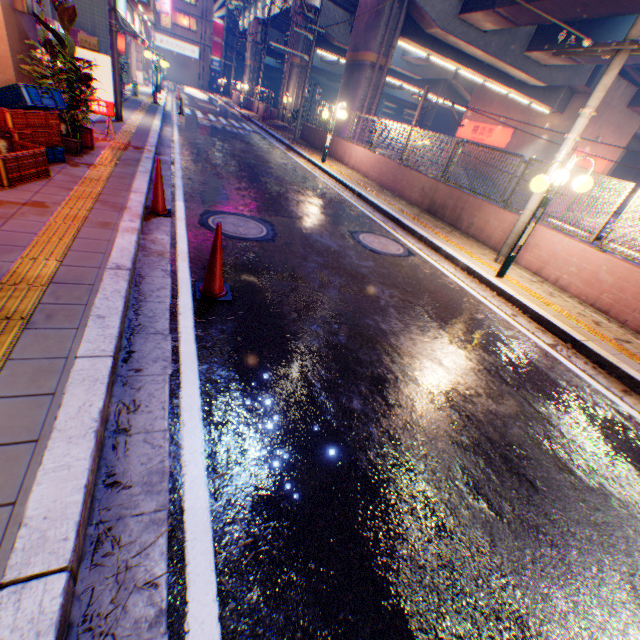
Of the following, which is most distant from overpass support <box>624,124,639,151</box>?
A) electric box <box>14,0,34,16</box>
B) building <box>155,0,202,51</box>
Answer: electric box <box>14,0,34,16</box>

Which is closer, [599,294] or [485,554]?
[485,554]

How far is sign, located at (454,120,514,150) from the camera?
28.08m

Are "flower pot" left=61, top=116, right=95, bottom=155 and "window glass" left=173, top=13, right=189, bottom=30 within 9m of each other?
no

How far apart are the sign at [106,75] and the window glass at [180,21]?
57.7 meters

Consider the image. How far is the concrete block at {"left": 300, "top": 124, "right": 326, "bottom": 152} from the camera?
18.3m

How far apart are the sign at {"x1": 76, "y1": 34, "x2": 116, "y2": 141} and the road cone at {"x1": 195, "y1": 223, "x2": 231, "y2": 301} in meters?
6.6

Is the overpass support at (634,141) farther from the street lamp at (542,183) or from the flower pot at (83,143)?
the flower pot at (83,143)
